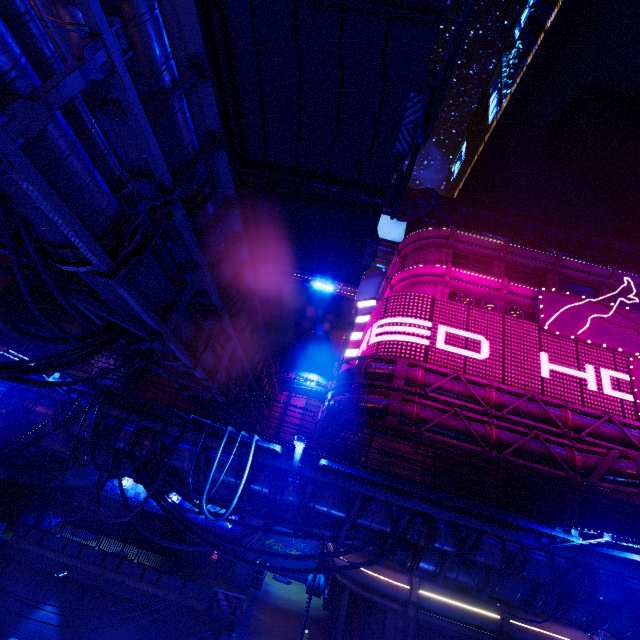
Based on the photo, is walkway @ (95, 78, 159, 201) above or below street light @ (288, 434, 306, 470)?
above

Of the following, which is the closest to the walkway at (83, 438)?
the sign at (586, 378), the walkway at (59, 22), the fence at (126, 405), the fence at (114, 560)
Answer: the fence at (126, 405)

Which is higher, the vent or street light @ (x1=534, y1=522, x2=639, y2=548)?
street light @ (x1=534, y1=522, x2=639, y2=548)

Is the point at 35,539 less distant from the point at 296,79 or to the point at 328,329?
the point at 328,329

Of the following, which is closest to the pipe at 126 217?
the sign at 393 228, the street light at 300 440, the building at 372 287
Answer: the street light at 300 440

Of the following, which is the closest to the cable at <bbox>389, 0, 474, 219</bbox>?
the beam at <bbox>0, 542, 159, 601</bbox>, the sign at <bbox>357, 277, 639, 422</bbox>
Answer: the sign at <bbox>357, 277, 639, 422</bbox>

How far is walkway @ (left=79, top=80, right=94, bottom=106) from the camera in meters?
5.6

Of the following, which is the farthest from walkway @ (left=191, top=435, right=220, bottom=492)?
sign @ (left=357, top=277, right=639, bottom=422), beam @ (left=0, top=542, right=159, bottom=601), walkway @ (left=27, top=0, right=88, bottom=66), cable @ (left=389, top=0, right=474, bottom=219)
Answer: sign @ (left=357, top=277, right=639, bottom=422)
